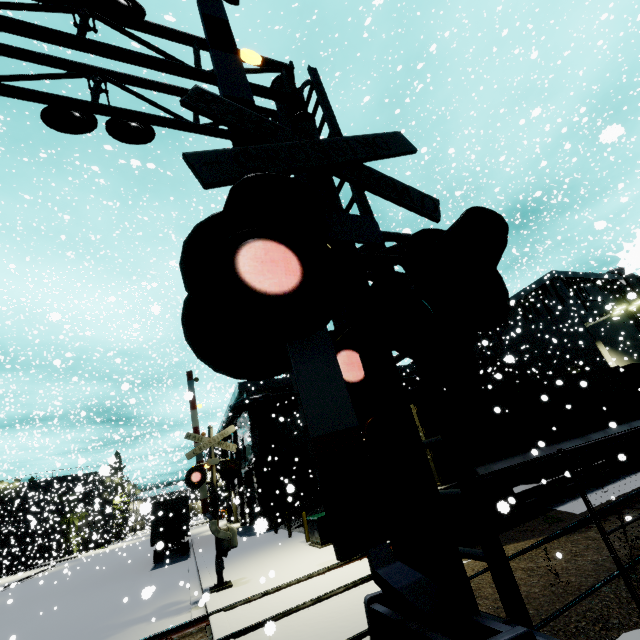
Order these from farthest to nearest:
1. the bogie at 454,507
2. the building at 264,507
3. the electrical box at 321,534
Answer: the building at 264,507, the electrical box at 321,534, the bogie at 454,507

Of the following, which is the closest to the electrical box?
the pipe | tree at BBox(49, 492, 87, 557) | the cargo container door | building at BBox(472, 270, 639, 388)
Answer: building at BBox(472, 270, 639, 388)

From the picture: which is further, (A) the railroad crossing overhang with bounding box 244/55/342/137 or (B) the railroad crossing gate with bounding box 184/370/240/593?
(B) the railroad crossing gate with bounding box 184/370/240/593

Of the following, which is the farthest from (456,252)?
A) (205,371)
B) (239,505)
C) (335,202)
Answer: (239,505)

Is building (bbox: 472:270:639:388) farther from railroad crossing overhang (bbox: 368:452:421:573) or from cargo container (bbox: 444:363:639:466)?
railroad crossing overhang (bbox: 368:452:421:573)

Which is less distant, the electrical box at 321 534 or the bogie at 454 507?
the bogie at 454 507

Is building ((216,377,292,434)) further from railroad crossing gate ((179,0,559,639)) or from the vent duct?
railroad crossing gate ((179,0,559,639))

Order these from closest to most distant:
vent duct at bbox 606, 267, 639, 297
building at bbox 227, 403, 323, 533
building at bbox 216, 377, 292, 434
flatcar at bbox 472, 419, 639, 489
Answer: vent duct at bbox 606, 267, 639, 297 < flatcar at bbox 472, 419, 639, 489 < building at bbox 227, 403, 323, 533 < building at bbox 216, 377, 292, 434
